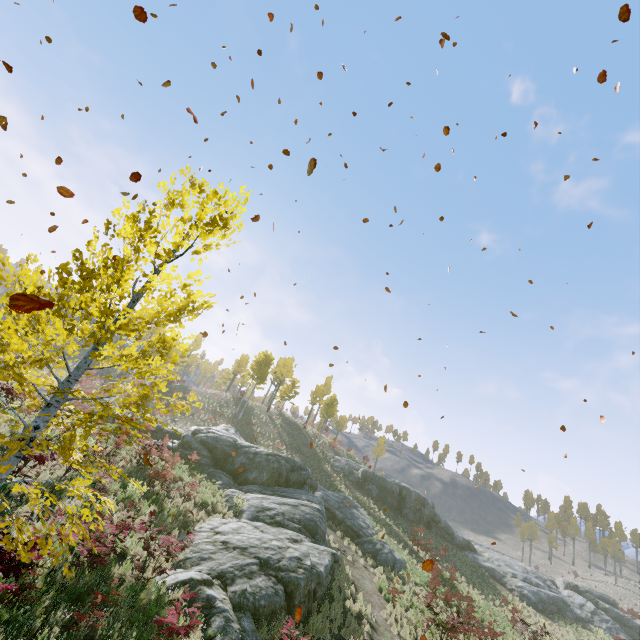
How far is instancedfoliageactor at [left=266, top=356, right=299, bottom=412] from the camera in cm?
4969

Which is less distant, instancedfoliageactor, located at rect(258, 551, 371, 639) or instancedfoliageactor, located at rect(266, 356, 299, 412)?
instancedfoliageactor, located at rect(258, 551, 371, 639)

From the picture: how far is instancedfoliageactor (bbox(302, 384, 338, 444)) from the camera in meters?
46.0 m

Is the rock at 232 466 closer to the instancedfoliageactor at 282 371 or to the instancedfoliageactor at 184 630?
the instancedfoliageactor at 184 630

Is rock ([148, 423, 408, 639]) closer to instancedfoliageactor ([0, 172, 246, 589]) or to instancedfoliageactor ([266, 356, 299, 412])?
instancedfoliageactor ([0, 172, 246, 589])

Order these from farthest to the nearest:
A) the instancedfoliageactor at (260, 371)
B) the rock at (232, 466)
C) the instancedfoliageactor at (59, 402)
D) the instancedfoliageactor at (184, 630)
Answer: the instancedfoliageactor at (260, 371) < the rock at (232, 466) < the instancedfoliageactor at (184, 630) < the instancedfoliageactor at (59, 402)

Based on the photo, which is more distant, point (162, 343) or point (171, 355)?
point (162, 343)
